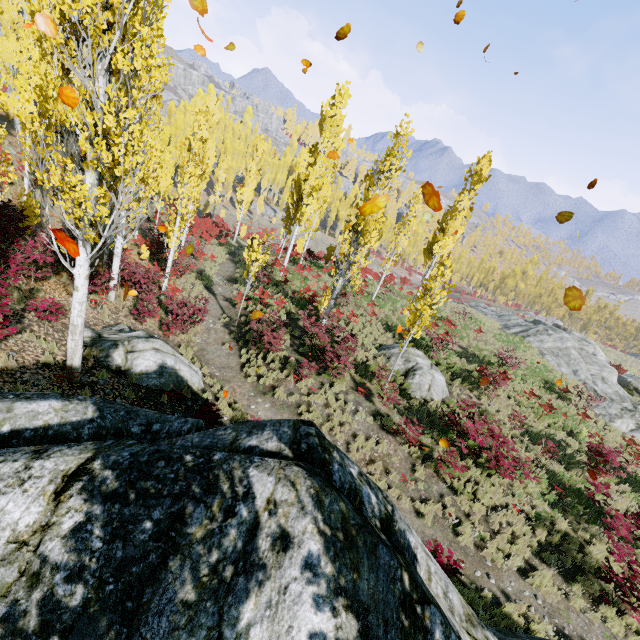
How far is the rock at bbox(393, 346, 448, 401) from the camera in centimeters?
1496cm

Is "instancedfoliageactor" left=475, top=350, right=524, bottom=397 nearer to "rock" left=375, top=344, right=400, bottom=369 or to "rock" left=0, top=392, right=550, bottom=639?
"rock" left=0, top=392, right=550, bottom=639

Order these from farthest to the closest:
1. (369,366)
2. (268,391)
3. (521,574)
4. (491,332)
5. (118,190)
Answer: (491,332) < (369,366) < (268,391) < (118,190) < (521,574)

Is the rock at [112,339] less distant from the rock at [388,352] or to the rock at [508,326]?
the rock at [388,352]

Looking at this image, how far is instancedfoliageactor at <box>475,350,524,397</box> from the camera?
16.1 meters

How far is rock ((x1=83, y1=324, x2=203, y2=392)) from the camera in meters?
9.5

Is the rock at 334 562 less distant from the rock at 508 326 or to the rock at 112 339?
the rock at 112 339

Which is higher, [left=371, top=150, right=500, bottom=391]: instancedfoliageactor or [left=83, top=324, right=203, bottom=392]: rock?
[left=371, top=150, right=500, bottom=391]: instancedfoliageactor
